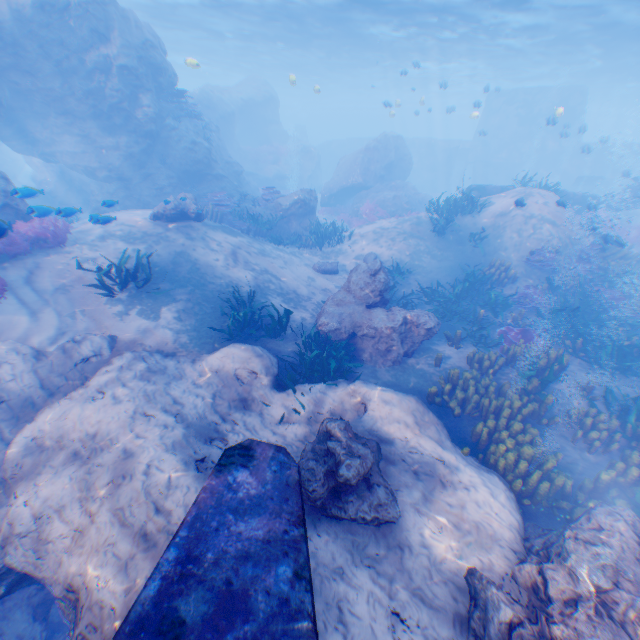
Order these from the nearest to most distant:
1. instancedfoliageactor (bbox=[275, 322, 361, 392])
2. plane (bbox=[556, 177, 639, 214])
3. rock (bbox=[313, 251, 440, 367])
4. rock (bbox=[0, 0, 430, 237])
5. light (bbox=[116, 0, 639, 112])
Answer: instancedfoliageactor (bbox=[275, 322, 361, 392]) → rock (bbox=[313, 251, 440, 367]) → rock (bbox=[0, 0, 430, 237]) → plane (bbox=[556, 177, 639, 214]) → light (bbox=[116, 0, 639, 112])

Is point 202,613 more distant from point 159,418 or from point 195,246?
point 195,246

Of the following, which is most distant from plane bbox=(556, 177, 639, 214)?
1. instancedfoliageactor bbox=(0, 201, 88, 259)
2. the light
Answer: the light

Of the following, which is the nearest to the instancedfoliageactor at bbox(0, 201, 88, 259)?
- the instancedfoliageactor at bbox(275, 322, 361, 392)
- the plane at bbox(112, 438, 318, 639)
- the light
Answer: the plane at bbox(112, 438, 318, 639)

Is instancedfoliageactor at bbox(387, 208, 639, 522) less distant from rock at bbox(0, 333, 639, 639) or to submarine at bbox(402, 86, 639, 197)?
rock at bbox(0, 333, 639, 639)

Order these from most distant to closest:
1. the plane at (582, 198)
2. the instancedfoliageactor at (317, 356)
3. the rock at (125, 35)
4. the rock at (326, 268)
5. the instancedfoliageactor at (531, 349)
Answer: the plane at (582, 198) < the rock at (326, 268) < the rock at (125, 35) < the instancedfoliageactor at (317, 356) < the instancedfoliageactor at (531, 349)

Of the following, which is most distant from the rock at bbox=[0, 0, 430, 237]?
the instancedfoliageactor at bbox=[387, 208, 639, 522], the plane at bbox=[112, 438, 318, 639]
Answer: the instancedfoliageactor at bbox=[387, 208, 639, 522]

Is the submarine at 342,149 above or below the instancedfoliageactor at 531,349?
above
